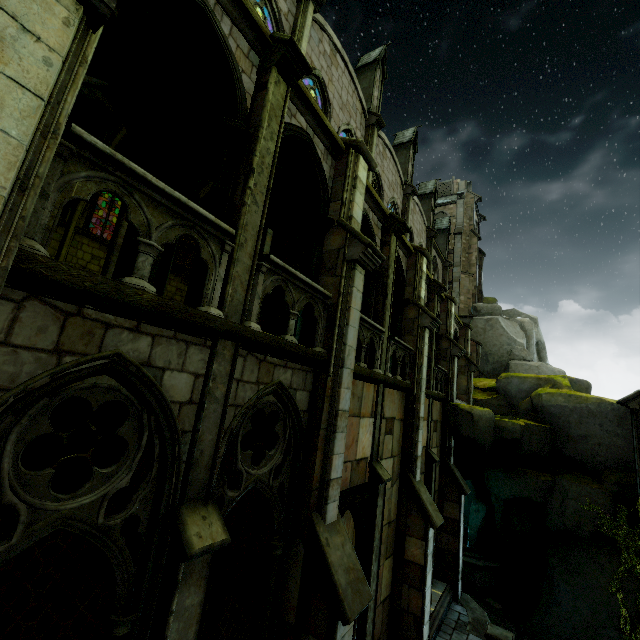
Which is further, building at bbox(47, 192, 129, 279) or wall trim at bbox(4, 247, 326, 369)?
building at bbox(47, 192, 129, 279)

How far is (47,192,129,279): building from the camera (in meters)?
6.52

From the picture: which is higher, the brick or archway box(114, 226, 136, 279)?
archway box(114, 226, 136, 279)

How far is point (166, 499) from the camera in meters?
4.0 m

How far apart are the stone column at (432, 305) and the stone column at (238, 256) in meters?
11.2 m

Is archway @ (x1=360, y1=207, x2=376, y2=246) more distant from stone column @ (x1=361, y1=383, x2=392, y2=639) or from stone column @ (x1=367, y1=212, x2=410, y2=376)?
stone column @ (x1=361, y1=383, x2=392, y2=639)

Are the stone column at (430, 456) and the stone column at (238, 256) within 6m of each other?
no

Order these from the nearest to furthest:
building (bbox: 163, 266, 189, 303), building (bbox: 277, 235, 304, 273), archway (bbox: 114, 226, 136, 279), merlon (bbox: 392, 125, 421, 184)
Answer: archway (bbox: 114, 226, 136, 279) → building (bbox: 277, 235, 304, 273) → merlon (bbox: 392, 125, 421, 184) → building (bbox: 163, 266, 189, 303)
